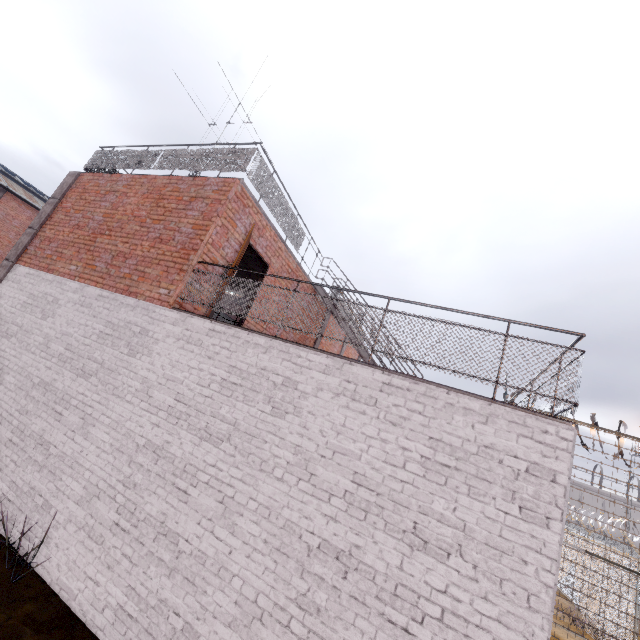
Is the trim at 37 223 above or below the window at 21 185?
below

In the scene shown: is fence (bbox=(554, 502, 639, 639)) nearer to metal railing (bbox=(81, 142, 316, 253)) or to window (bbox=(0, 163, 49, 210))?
metal railing (bbox=(81, 142, 316, 253))

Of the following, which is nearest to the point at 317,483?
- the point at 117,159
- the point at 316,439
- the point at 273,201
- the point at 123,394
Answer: the point at 316,439

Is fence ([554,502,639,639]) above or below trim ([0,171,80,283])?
below

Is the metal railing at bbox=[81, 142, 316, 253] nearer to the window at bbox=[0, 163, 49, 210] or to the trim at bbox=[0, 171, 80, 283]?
the trim at bbox=[0, 171, 80, 283]

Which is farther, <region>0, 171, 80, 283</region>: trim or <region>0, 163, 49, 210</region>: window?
<region>0, 163, 49, 210</region>: window

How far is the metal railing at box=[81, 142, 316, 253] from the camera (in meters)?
7.01

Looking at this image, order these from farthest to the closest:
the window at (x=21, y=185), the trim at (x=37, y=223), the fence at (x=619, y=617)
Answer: the window at (x=21, y=185) < the trim at (x=37, y=223) < the fence at (x=619, y=617)
